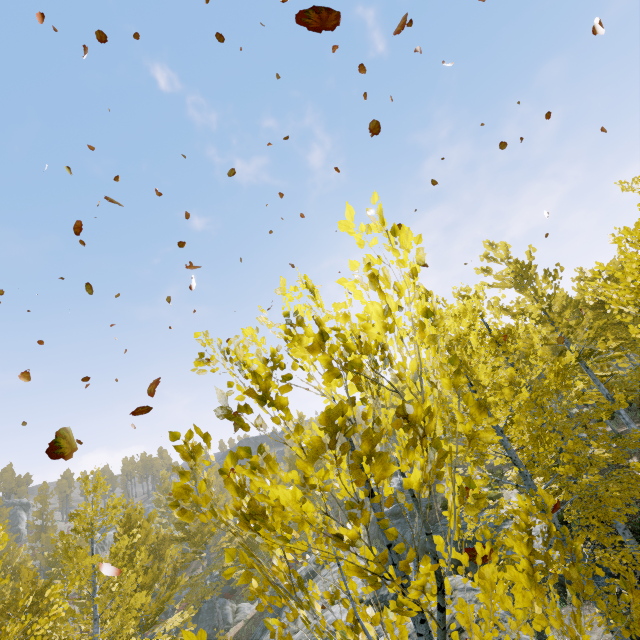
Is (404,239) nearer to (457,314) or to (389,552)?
(389,552)

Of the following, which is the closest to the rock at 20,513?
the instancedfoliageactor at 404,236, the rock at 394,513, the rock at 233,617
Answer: the instancedfoliageactor at 404,236

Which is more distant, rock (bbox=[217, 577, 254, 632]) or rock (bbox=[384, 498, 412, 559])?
rock (bbox=[217, 577, 254, 632])

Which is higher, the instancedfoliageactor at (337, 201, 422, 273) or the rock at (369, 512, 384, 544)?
the instancedfoliageactor at (337, 201, 422, 273)

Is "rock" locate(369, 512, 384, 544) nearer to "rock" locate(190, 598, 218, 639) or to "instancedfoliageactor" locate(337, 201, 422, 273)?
"instancedfoliageactor" locate(337, 201, 422, 273)

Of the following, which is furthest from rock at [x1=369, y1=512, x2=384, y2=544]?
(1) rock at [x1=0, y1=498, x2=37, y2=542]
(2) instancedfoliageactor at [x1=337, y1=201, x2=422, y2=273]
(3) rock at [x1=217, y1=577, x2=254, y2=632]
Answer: (1) rock at [x1=0, y1=498, x2=37, y2=542]

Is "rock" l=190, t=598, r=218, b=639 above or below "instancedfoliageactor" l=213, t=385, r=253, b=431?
below
